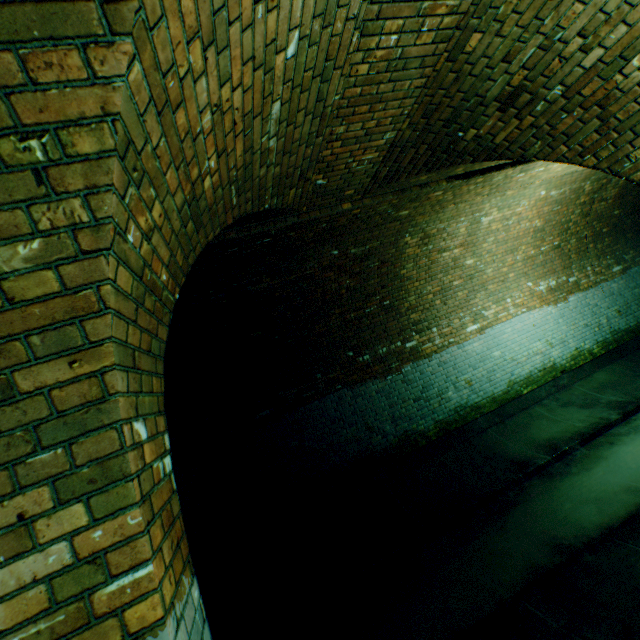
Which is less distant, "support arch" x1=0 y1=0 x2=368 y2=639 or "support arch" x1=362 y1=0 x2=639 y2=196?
A: "support arch" x1=0 y1=0 x2=368 y2=639

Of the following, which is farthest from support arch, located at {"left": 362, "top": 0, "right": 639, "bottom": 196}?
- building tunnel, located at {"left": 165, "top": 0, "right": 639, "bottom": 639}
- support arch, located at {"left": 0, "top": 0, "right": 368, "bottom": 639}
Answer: support arch, located at {"left": 0, "top": 0, "right": 368, "bottom": 639}

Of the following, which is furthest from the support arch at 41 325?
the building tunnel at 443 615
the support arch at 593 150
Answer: the support arch at 593 150

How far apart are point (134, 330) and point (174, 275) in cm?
63

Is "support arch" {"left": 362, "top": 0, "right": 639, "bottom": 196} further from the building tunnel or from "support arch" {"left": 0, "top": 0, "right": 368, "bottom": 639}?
"support arch" {"left": 0, "top": 0, "right": 368, "bottom": 639}
